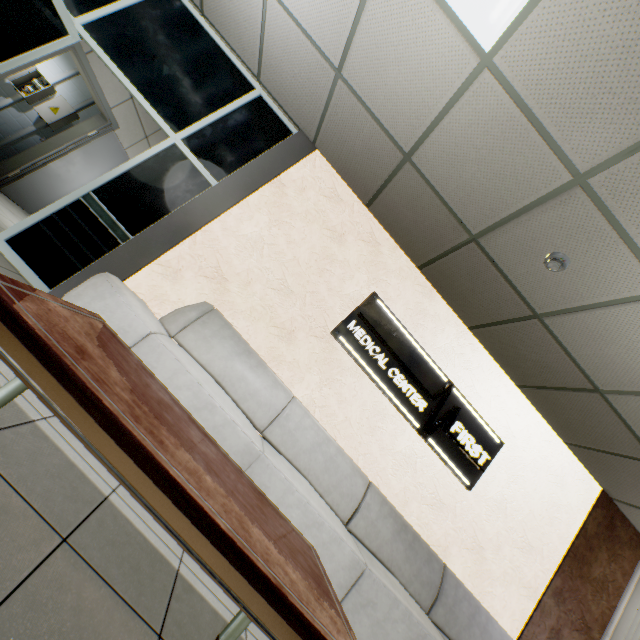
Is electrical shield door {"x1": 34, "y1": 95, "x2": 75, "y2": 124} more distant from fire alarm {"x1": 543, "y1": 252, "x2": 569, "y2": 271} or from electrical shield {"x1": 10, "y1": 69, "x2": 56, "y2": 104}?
fire alarm {"x1": 543, "y1": 252, "x2": 569, "y2": 271}

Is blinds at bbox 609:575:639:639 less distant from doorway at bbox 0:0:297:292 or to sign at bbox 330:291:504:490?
sign at bbox 330:291:504:490

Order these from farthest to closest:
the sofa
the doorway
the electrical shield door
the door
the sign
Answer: the electrical shield door < the door < the sign < the doorway < the sofa

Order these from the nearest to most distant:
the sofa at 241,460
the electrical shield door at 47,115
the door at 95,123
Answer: the sofa at 241,460 < the door at 95,123 < the electrical shield door at 47,115

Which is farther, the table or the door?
the door

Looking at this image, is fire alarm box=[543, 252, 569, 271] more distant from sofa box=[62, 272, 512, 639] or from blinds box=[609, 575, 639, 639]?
blinds box=[609, 575, 639, 639]

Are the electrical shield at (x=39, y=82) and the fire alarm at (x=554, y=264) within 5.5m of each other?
no

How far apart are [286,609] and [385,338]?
3.1 meters
